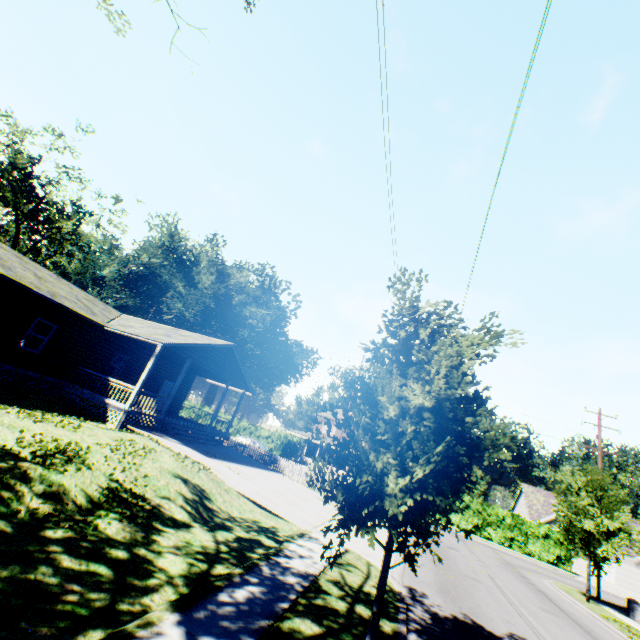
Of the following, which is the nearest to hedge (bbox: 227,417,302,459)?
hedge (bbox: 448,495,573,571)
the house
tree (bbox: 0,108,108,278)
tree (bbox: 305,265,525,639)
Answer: tree (bbox: 0,108,108,278)

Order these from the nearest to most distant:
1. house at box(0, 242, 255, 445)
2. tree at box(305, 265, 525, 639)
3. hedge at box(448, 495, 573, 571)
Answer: tree at box(305, 265, 525, 639) → house at box(0, 242, 255, 445) → hedge at box(448, 495, 573, 571)

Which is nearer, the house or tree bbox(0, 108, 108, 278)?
the house

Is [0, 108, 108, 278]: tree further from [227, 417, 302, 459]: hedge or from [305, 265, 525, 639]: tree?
[305, 265, 525, 639]: tree

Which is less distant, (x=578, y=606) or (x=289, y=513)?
(x=289, y=513)

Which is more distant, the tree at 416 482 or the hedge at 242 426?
the hedge at 242 426

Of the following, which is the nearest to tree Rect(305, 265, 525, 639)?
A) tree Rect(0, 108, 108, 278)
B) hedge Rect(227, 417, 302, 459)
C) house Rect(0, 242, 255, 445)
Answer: house Rect(0, 242, 255, 445)

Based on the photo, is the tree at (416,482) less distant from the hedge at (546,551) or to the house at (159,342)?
the house at (159,342)
